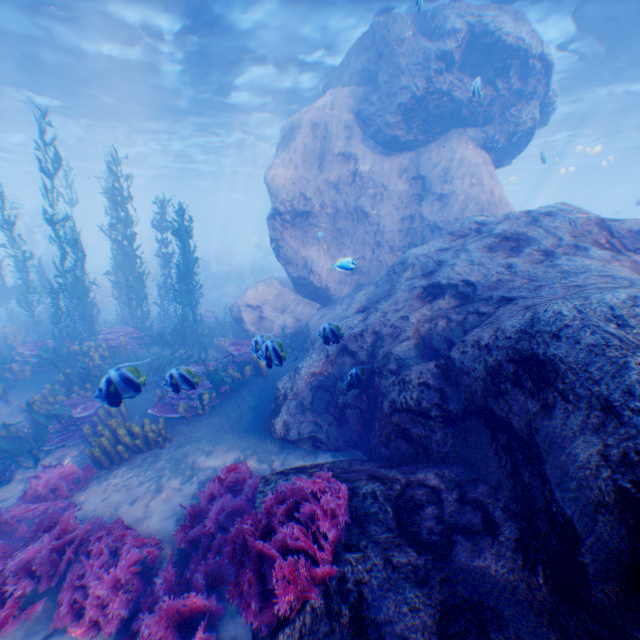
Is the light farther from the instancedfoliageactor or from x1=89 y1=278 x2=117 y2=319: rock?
the instancedfoliageactor

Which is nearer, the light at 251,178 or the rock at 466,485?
the rock at 466,485

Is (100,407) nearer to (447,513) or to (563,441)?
(447,513)

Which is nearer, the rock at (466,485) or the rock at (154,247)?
the rock at (466,485)

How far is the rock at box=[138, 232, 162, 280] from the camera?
29.9m
